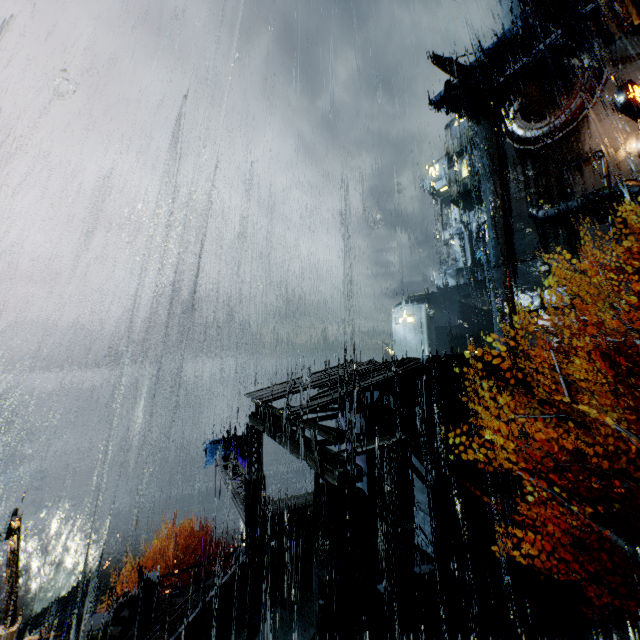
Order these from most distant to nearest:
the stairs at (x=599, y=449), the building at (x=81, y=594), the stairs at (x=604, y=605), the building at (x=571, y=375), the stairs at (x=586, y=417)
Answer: the building at (x=81, y=594)
the building at (x=571, y=375)
the stairs at (x=586, y=417)
the stairs at (x=599, y=449)
the stairs at (x=604, y=605)

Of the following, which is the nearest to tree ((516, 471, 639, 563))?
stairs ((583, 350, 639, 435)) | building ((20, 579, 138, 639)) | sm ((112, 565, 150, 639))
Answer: stairs ((583, 350, 639, 435))

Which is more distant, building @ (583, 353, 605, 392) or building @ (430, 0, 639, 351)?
building @ (430, 0, 639, 351)

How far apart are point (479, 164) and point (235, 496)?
54.1m

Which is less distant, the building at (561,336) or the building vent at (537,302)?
the building at (561,336)

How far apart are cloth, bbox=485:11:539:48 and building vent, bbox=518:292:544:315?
21.2 meters

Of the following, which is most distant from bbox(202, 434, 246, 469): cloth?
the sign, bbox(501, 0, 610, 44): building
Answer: the sign

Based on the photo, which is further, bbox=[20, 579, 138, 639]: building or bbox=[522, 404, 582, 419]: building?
bbox=[20, 579, 138, 639]: building
